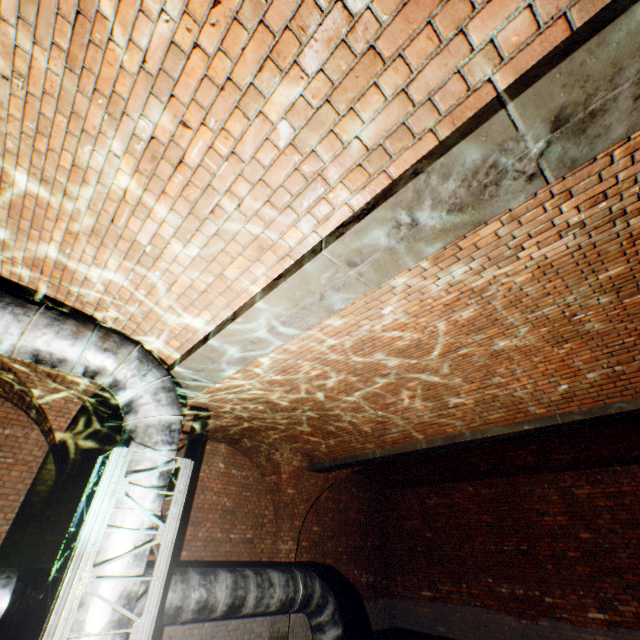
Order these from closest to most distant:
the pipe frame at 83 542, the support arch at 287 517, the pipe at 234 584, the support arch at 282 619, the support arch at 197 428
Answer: the pipe frame at 83 542
the pipe at 234 584
the support arch at 197 428
the support arch at 282 619
the support arch at 287 517

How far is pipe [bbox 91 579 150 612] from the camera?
2.70m

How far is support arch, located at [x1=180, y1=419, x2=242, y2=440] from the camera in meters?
6.6

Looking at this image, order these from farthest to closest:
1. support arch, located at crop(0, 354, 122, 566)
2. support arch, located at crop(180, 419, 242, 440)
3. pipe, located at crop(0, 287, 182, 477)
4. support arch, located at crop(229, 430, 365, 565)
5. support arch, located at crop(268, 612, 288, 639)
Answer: support arch, located at crop(229, 430, 365, 565), support arch, located at crop(268, 612, 288, 639), support arch, located at crop(180, 419, 242, 440), support arch, located at crop(0, 354, 122, 566), pipe, located at crop(0, 287, 182, 477)

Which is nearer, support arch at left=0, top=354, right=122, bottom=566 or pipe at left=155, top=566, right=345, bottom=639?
pipe at left=155, top=566, right=345, bottom=639

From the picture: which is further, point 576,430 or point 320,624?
point 576,430

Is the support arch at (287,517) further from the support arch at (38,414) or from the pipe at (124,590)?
the pipe at (124,590)
